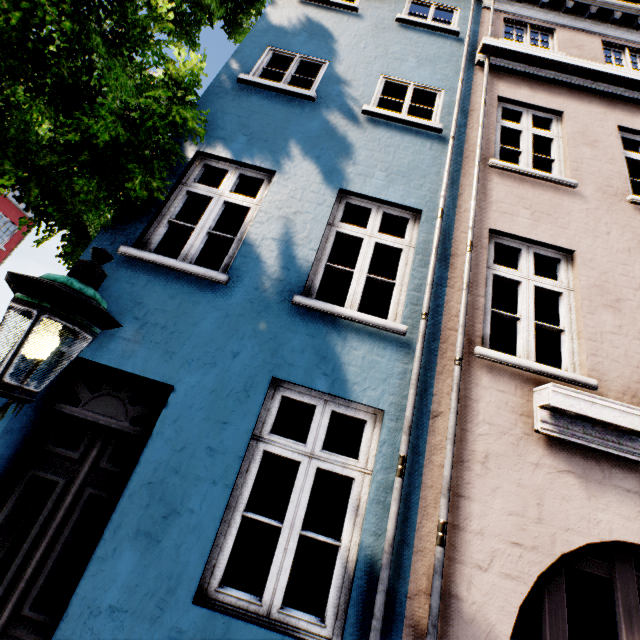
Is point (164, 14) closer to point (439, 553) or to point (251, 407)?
point (251, 407)

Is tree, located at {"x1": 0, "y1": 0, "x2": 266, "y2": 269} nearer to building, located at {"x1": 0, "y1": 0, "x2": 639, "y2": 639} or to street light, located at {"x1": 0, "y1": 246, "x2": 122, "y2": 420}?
building, located at {"x1": 0, "y1": 0, "x2": 639, "y2": 639}

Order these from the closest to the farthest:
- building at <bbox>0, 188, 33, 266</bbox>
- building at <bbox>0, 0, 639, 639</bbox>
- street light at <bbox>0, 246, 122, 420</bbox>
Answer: street light at <bbox>0, 246, 122, 420</bbox> < building at <bbox>0, 0, 639, 639</bbox> < building at <bbox>0, 188, 33, 266</bbox>

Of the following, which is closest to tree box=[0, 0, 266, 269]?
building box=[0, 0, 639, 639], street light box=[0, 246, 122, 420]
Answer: building box=[0, 0, 639, 639]

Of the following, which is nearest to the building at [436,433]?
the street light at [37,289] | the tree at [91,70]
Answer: the tree at [91,70]
